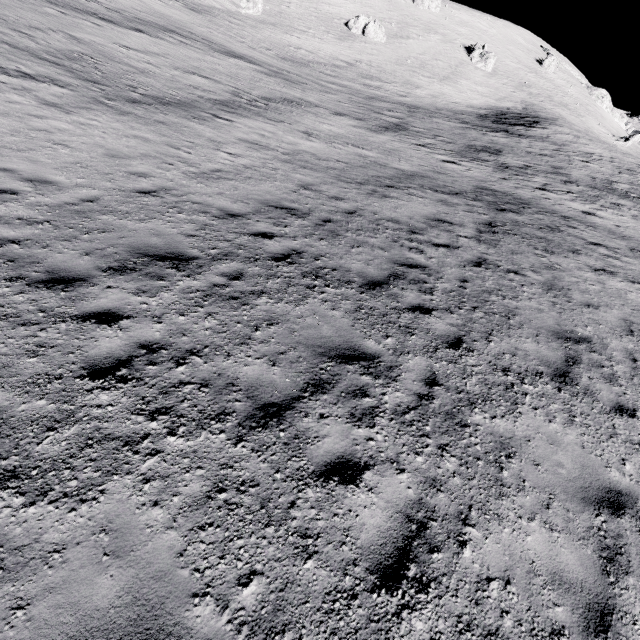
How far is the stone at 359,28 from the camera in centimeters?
5703cm

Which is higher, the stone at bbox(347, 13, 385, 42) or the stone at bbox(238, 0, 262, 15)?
the stone at bbox(347, 13, 385, 42)

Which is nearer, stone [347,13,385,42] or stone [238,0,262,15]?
stone [238,0,262,15]

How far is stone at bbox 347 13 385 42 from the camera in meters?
57.0

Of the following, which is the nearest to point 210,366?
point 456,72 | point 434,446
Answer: point 434,446

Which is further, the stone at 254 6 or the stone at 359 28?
the stone at 359 28
